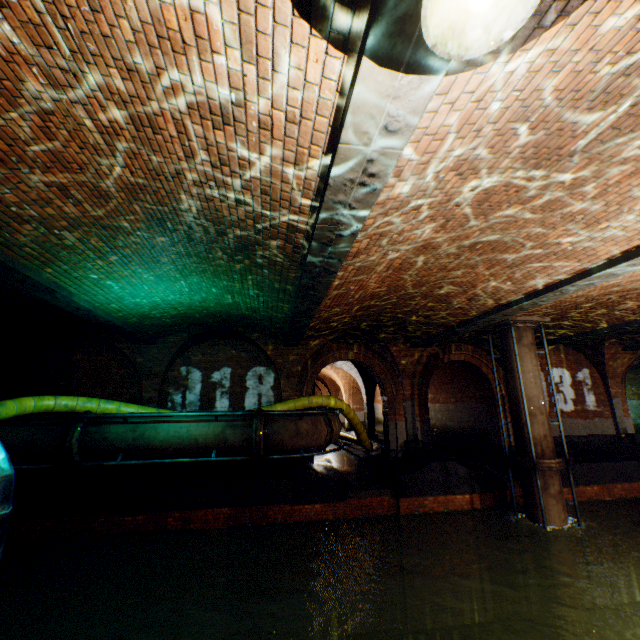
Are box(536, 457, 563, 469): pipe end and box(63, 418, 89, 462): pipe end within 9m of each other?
no

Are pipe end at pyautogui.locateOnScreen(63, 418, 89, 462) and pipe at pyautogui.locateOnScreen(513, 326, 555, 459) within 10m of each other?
no

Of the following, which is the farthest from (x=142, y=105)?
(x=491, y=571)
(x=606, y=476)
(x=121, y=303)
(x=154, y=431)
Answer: (x=606, y=476)

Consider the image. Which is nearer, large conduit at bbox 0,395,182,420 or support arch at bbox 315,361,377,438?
large conduit at bbox 0,395,182,420

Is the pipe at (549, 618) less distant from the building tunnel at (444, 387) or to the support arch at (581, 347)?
the building tunnel at (444, 387)

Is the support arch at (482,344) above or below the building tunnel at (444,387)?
above

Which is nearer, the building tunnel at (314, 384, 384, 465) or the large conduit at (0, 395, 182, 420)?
the large conduit at (0, 395, 182, 420)

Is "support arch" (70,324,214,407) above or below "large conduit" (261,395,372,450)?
above
